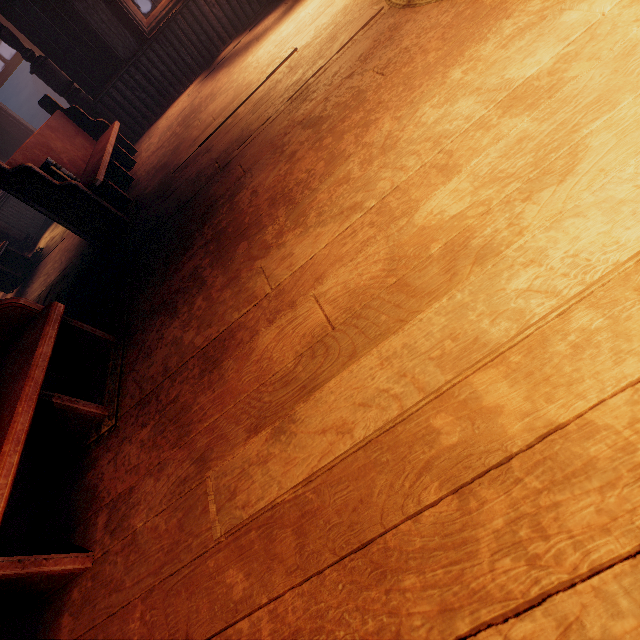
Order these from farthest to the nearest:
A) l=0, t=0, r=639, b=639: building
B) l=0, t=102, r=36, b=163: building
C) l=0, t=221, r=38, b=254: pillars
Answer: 1. l=0, t=102, r=36, b=163: building
2. l=0, t=221, r=38, b=254: pillars
3. l=0, t=0, r=639, b=639: building

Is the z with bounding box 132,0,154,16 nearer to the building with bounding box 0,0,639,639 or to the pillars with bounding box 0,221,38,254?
the building with bounding box 0,0,639,639

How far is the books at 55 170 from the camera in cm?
339

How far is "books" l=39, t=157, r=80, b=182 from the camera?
3.4m

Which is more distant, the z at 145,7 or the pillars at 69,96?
the z at 145,7

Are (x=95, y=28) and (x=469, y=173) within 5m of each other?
no

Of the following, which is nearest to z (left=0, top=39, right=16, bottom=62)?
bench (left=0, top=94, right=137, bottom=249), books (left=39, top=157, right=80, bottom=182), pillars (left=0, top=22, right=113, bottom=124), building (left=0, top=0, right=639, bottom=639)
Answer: building (left=0, top=0, right=639, bottom=639)

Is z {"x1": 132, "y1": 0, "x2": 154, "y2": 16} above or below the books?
above
